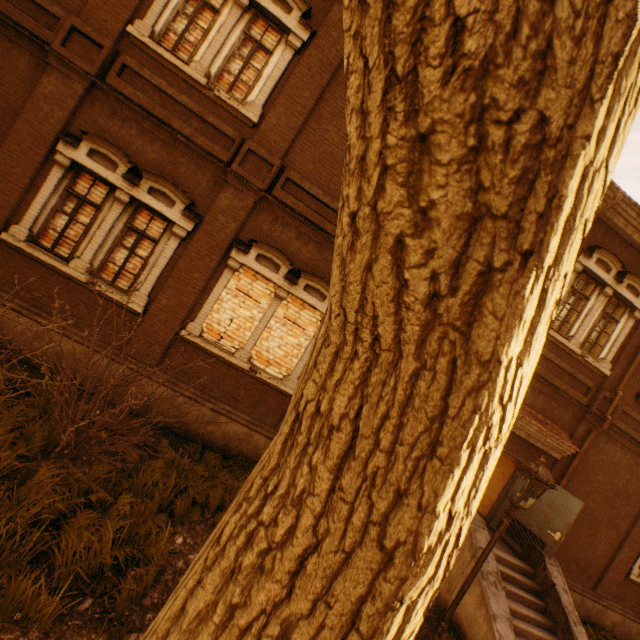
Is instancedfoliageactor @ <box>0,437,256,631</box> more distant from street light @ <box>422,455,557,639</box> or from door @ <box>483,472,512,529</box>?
door @ <box>483,472,512,529</box>

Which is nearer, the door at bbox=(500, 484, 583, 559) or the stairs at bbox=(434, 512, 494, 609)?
the stairs at bbox=(434, 512, 494, 609)

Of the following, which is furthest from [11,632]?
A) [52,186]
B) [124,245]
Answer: [52,186]

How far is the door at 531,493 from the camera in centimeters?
899cm

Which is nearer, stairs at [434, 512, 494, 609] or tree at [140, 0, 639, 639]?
tree at [140, 0, 639, 639]

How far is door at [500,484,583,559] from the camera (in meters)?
8.28

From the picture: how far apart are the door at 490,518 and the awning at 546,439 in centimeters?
52cm

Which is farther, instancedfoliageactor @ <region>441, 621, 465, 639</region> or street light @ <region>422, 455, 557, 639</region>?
instancedfoliageactor @ <region>441, 621, 465, 639</region>
